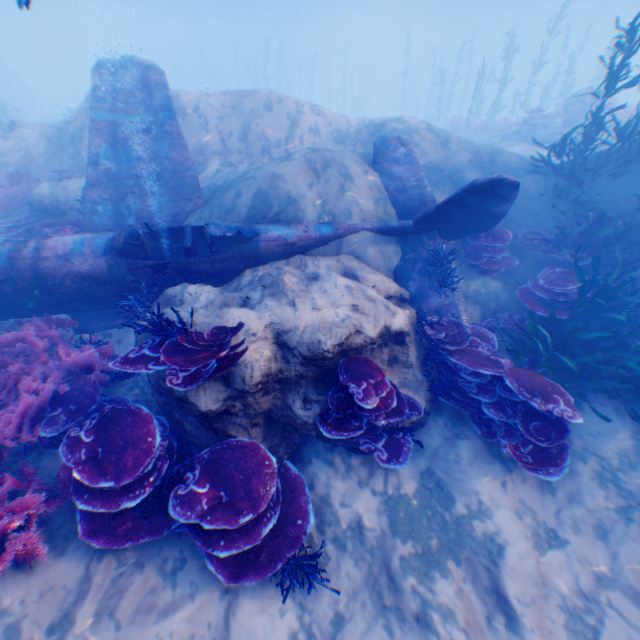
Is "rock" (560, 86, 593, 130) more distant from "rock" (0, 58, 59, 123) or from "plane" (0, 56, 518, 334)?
"plane" (0, 56, 518, 334)

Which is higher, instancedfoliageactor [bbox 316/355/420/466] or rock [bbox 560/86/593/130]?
rock [bbox 560/86/593/130]

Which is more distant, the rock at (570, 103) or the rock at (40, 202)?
the rock at (570, 103)

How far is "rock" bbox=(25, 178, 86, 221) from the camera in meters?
8.5 m

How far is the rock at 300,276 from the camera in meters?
4.1 m

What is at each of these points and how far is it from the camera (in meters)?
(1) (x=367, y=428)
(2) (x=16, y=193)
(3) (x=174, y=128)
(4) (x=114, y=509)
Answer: (1) instancedfoliageactor, 4.52
(2) instancedfoliageactor, 10.27
(3) plane, 8.25
(4) instancedfoliageactor, 3.46

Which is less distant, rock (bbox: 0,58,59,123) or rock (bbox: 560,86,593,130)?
rock (bbox: 560,86,593,130)

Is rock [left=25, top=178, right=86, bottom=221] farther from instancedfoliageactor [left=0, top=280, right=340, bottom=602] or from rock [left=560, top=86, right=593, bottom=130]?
rock [left=560, top=86, right=593, bottom=130]
